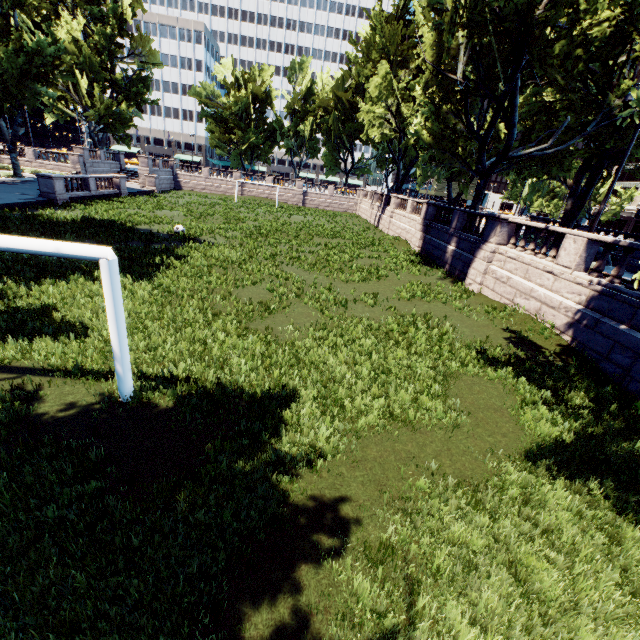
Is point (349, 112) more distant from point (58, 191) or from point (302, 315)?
point (302, 315)

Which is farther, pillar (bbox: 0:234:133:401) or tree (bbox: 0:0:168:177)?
tree (bbox: 0:0:168:177)

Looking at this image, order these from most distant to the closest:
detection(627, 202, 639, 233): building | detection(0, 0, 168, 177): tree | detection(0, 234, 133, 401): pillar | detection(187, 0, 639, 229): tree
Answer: detection(627, 202, 639, 233): building → detection(0, 0, 168, 177): tree → detection(187, 0, 639, 229): tree → detection(0, 234, 133, 401): pillar

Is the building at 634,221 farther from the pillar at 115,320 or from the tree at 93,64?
the pillar at 115,320

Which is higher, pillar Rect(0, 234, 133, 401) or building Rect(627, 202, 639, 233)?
building Rect(627, 202, 639, 233)

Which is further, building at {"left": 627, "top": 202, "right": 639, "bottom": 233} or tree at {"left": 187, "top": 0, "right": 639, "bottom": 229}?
building at {"left": 627, "top": 202, "right": 639, "bottom": 233}

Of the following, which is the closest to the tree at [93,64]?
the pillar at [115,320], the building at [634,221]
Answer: the pillar at [115,320]

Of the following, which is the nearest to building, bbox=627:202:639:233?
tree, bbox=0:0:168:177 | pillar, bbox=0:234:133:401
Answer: tree, bbox=0:0:168:177
